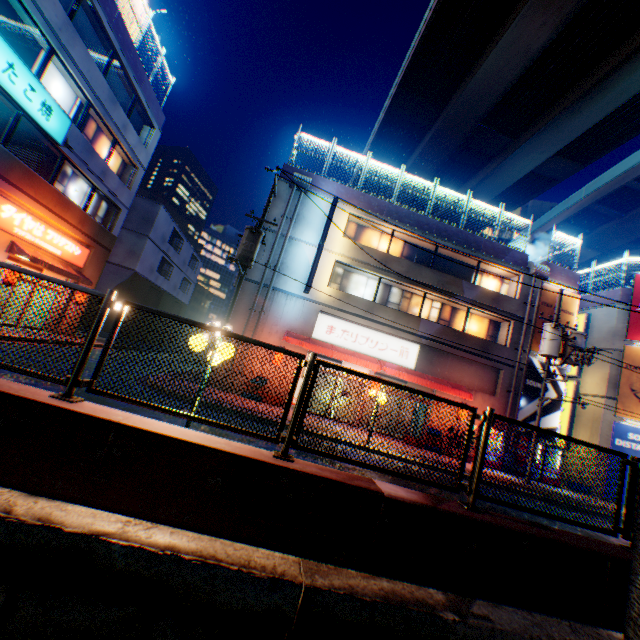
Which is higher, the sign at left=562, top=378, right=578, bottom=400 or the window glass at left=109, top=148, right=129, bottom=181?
the window glass at left=109, top=148, right=129, bottom=181

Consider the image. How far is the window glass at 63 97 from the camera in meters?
13.5

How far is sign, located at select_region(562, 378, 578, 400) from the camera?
20.98m

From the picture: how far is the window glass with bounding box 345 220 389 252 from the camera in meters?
19.2 m

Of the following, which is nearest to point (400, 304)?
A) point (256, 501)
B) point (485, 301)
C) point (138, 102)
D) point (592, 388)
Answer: point (485, 301)

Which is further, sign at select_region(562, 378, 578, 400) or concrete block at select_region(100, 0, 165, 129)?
sign at select_region(562, 378, 578, 400)

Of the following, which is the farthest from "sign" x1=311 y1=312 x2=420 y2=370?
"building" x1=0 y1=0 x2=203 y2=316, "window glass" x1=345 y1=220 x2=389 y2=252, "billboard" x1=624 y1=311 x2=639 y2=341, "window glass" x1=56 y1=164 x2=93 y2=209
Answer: "window glass" x1=56 y1=164 x2=93 y2=209

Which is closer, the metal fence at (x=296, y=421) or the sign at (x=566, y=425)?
the metal fence at (x=296, y=421)
